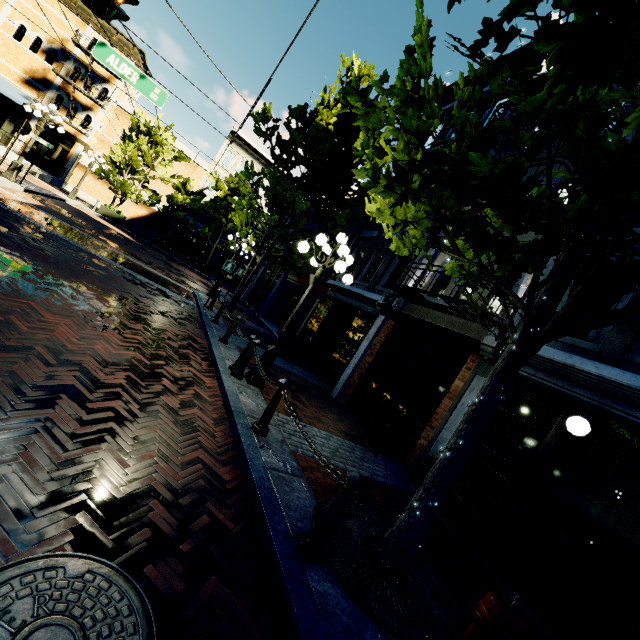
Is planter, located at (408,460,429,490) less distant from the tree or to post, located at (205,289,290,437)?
the tree

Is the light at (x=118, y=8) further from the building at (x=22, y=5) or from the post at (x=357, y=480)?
the building at (x=22, y=5)

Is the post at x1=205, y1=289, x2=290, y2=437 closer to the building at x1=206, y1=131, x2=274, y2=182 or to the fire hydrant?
the fire hydrant

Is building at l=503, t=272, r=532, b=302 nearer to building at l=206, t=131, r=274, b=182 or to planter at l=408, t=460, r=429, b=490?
planter at l=408, t=460, r=429, b=490

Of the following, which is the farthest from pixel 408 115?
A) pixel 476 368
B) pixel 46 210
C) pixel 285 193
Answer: pixel 46 210

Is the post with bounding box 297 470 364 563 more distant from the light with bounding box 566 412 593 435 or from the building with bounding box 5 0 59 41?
the building with bounding box 5 0 59 41

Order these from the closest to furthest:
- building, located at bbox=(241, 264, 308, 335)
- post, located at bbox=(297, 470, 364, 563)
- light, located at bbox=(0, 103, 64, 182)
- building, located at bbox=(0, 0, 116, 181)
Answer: post, located at bbox=(297, 470, 364, 563), light, located at bbox=(0, 103, 64, 182), building, located at bbox=(241, 264, 308, 335), building, located at bbox=(0, 0, 116, 181)

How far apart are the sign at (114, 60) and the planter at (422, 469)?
10.8 meters
